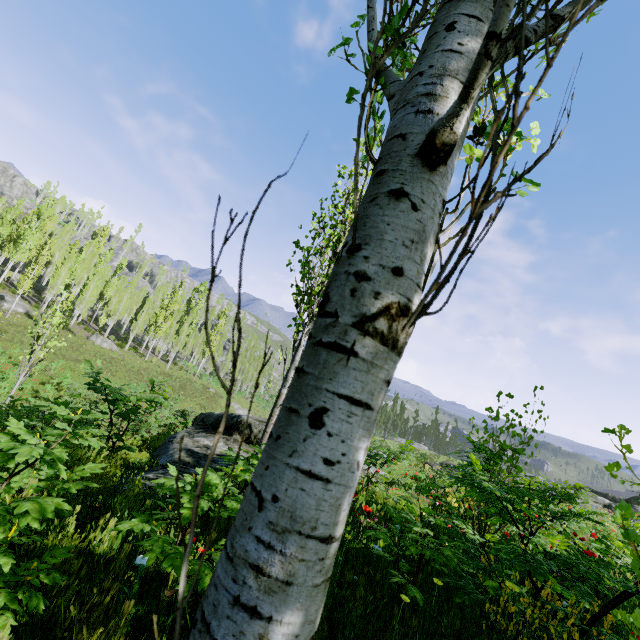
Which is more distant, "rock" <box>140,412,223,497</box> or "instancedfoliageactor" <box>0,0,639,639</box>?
"rock" <box>140,412,223,497</box>

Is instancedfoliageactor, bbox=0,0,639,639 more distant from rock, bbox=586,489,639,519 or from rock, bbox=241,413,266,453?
rock, bbox=241,413,266,453

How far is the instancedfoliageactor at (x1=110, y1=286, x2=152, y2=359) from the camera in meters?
41.3

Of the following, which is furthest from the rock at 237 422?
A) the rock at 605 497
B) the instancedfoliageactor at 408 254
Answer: the rock at 605 497

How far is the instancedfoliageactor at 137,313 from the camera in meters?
41.3 m

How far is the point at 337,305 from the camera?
0.74m

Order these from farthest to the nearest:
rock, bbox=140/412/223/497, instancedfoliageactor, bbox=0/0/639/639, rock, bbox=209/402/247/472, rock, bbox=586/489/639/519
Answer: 1. rock, bbox=586/489/639/519
2. rock, bbox=209/402/247/472
3. rock, bbox=140/412/223/497
4. instancedfoliageactor, bbox=0/0/639/639
